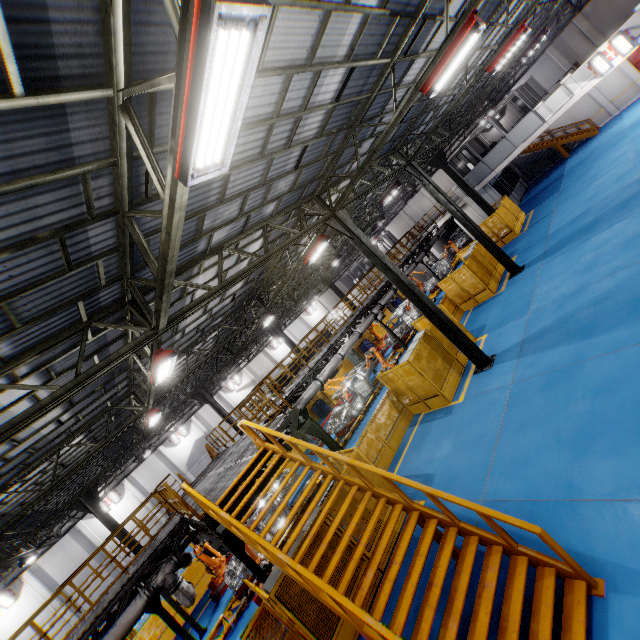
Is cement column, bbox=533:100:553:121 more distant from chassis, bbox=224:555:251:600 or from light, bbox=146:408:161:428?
light, bbox=146:408:161:428

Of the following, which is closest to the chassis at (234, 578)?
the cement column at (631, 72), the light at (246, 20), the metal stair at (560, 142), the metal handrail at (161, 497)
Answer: the metal handrail at (161, 497)

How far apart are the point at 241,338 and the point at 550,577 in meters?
24.3

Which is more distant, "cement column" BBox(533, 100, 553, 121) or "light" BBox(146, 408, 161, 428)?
"cement column" BBox(533, 100, 553, 121)

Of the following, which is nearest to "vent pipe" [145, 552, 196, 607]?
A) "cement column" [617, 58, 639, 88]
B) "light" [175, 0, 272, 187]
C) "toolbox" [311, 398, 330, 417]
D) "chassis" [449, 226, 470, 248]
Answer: "light" [175, 0, 272, 187]

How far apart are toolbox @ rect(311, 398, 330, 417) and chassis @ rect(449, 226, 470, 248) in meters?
20.5

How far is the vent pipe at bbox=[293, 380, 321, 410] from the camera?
14.6 meters

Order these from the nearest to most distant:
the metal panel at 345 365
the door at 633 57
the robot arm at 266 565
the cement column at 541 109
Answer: the robot arm at 266 565
the cement column at 541 109
the door at 633 57
the metal panel at 345 365
